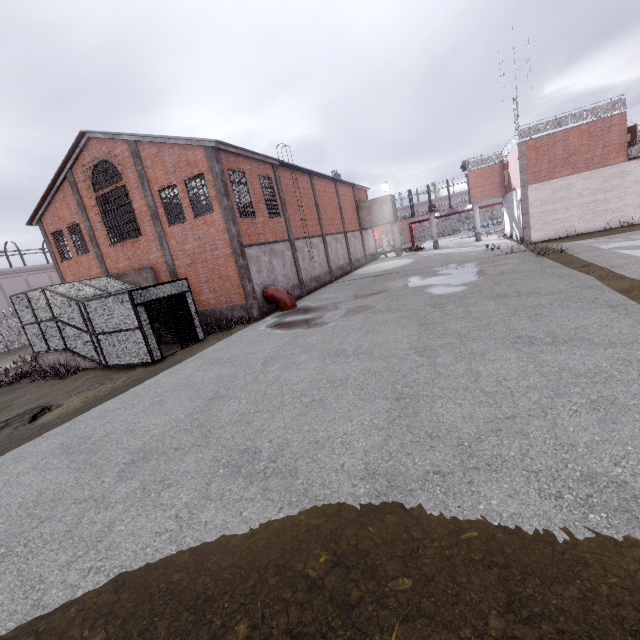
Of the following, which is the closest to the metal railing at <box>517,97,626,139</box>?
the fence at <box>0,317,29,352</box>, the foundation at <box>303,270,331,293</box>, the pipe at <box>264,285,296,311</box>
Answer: the fence at <box>0,317,29,352</box>

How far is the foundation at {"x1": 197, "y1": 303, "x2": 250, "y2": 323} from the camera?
18.0m

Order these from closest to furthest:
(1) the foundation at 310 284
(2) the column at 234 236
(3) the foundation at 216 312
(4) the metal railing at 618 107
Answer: (2) the column at 234 236, (3) the foundation at 216 312, (4) the metal railing at 618 107, (1) the foundation at 310 284

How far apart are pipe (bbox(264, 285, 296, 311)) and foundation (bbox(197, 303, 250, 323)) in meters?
1.1

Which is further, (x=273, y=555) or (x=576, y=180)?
(x=576, y=180)

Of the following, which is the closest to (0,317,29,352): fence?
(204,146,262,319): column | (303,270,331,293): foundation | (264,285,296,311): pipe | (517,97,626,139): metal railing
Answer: (517,97,626,139): metal railing

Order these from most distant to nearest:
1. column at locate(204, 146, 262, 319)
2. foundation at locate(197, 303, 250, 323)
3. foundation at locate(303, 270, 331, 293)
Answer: foundation at locate(303, 270, 331, 293)
foundation at locate(197, 303, 250, 323)
column at locate(204, 146, 262, 319)

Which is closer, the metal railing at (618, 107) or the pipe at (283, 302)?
the pipe at (283, 302)
